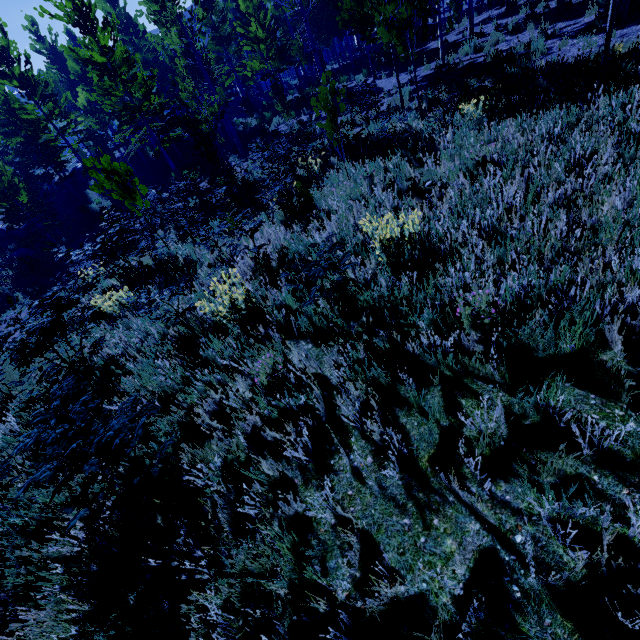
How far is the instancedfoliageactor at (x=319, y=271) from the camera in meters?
3.3

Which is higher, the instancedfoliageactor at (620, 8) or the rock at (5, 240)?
the rock at (5, 240)

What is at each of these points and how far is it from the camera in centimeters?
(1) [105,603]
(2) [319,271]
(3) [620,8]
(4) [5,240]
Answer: (1) instancedfoliageactor, 240cm
(2) instancedfoliageactor, 324cm
(3) instancedfoliageactor, 870cm
(4) rock, 2331cm

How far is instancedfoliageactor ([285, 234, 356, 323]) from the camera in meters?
3.3 m

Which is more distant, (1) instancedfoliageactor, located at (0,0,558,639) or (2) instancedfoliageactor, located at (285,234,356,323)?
(2) instancedfoliageactor, located at (285,234,356,323)

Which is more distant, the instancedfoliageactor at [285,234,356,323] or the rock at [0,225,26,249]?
the rock at [0,225,26,249]
